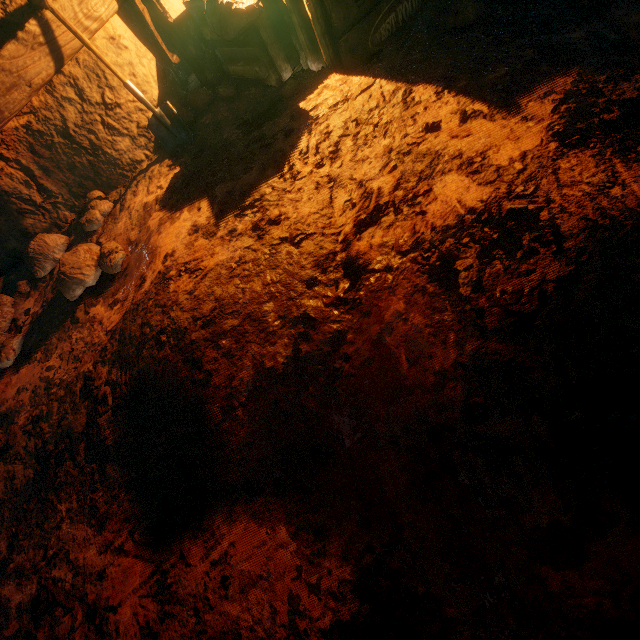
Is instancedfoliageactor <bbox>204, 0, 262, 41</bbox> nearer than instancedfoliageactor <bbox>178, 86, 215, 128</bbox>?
Yes

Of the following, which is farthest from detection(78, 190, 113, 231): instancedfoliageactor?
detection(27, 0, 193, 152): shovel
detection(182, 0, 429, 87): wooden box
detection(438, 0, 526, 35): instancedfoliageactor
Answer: detection(438, 0, 526, 35): instancedfoliageactor

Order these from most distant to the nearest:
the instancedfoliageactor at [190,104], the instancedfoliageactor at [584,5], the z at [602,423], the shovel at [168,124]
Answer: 1. the instancedfoliageactor at [190,104]
2. the shovel at [168,124]
3. the instancedfoliageactor at [584,5]
4. the z at [602,423]

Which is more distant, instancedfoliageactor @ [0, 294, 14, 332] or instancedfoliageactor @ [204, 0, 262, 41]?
instancedfoliageactor @ [0, 294, 14, 332]

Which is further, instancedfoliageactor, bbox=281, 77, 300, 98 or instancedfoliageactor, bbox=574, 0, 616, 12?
instancedfoliageactor, bbox=281, 77, 300, 98

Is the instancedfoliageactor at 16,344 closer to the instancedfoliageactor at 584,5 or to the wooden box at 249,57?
the wooden box at 249,57

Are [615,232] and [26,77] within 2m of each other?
no

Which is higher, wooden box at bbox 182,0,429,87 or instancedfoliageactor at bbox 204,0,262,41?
instancedfoliageactor at bbox 204,0,262,41
